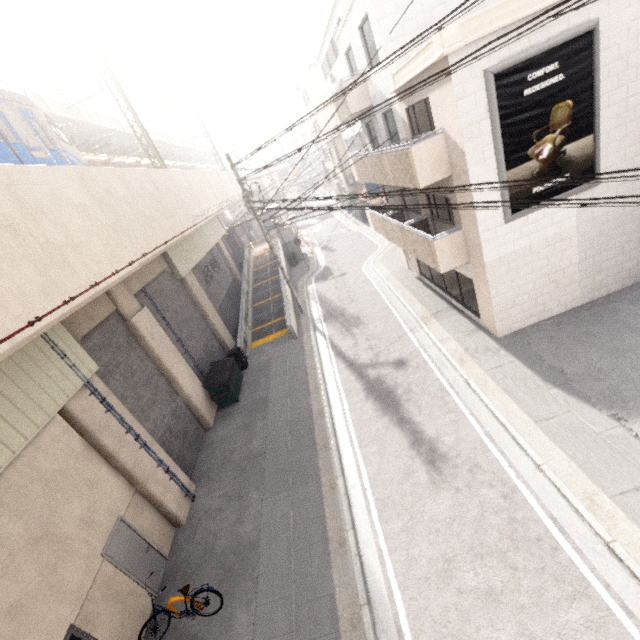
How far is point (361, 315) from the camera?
A: 17.08m

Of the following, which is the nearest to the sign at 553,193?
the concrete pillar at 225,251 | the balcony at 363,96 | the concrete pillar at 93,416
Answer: the balcony at 363,96

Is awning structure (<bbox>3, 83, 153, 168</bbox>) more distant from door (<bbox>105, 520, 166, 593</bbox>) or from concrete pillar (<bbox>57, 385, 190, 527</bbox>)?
door (<bbox>105, 520, 166, 593</bbox>)

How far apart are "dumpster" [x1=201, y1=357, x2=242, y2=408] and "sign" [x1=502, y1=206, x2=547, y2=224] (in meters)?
11.79

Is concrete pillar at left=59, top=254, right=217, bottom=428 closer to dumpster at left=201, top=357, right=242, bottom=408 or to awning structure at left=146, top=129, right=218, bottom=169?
dumpster at left=201, top=357, right=242, bottom=408

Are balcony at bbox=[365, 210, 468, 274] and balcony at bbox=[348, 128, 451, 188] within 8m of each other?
yes

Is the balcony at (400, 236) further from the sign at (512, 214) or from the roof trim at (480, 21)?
the roof trim at (480, 21)

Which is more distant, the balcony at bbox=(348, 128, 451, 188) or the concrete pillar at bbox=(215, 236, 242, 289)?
the concrete pillar at bbox=(215, 236, 242, 289)
